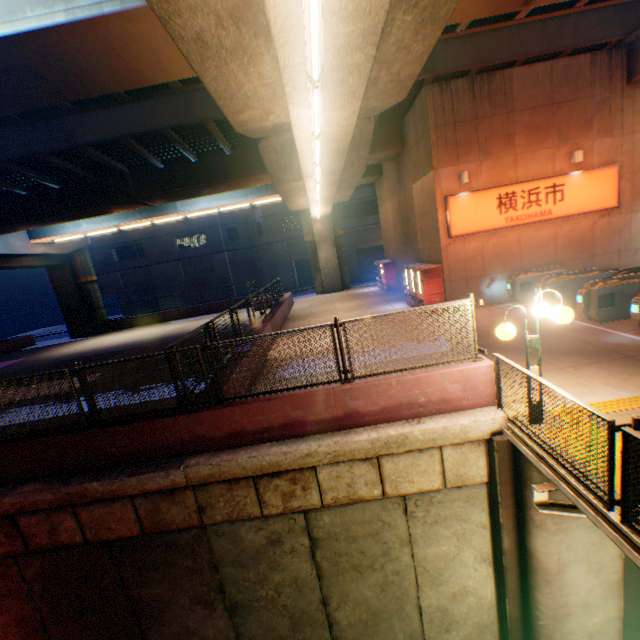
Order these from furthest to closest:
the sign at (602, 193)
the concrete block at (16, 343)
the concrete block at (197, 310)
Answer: the concrete block at (197, 310)
the concrete block at (16, 343)
the sign at (602, 193)

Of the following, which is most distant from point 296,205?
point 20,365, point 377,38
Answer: point 20,365

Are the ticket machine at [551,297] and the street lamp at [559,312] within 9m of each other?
yes

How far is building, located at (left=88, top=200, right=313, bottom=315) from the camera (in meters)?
36.88

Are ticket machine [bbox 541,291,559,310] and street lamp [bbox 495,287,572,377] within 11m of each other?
yes

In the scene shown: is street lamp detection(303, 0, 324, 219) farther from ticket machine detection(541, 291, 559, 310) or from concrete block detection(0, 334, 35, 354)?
ticket machine detection(541, 291, 559, 310)

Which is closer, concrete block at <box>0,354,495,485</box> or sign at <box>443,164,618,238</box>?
concrete block at <box>0,354,495,485</box>

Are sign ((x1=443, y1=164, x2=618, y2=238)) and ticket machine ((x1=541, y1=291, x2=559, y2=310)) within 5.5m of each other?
yes
